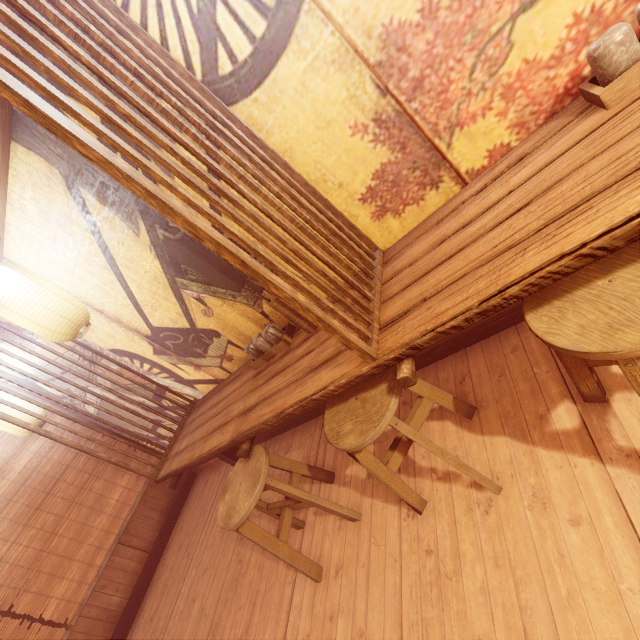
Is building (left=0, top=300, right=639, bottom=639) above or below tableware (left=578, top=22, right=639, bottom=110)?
below

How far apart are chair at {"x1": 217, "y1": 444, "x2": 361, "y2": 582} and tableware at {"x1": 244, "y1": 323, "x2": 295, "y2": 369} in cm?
102

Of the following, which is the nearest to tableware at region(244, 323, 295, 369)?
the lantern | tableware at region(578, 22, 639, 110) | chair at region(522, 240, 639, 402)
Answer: the lantern

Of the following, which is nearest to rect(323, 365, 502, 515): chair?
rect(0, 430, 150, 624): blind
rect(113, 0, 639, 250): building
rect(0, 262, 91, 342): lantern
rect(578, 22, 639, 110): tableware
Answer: rect(113, 0, 639, 250): building

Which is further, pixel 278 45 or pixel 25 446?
pixel 25 446

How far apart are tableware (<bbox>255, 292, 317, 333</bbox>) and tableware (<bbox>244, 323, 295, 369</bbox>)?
0.3 meters

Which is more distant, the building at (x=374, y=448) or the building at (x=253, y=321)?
the building at (x=374, y=448)

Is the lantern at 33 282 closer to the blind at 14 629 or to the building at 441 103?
the building at 441 103
